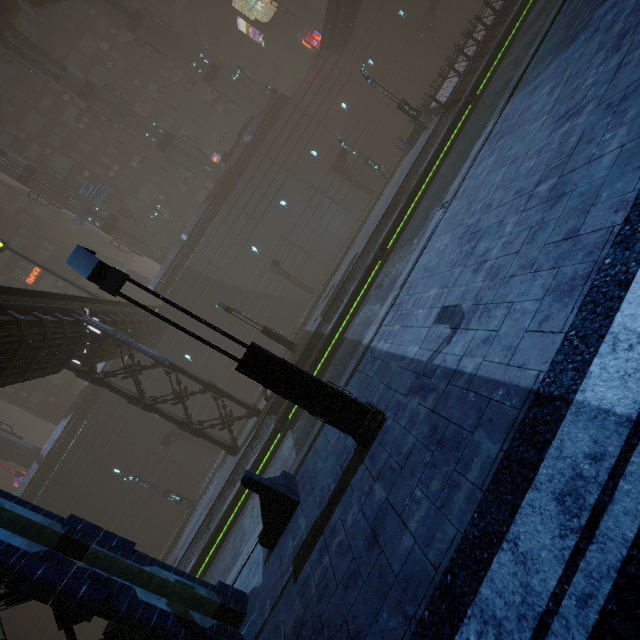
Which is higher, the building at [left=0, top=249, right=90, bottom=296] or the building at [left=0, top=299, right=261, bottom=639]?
the building at [left=0, top=249, right=90, bottom=296]

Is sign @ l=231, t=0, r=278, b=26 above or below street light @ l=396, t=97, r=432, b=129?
above

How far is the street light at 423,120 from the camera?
21.08m

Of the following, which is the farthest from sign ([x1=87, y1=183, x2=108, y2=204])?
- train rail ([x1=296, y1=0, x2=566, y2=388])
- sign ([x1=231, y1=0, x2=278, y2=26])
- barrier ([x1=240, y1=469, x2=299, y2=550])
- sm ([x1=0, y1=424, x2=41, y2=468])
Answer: barrier ([x1=240, y1=469, x2=299, y2=550])

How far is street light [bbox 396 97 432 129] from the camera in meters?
21.1

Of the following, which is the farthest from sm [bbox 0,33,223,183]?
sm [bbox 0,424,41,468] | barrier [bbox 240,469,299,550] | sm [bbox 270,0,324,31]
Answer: barrier [bbox 240,469,299,550]

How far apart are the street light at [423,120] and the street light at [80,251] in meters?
21.5

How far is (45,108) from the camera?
38.8 meters
